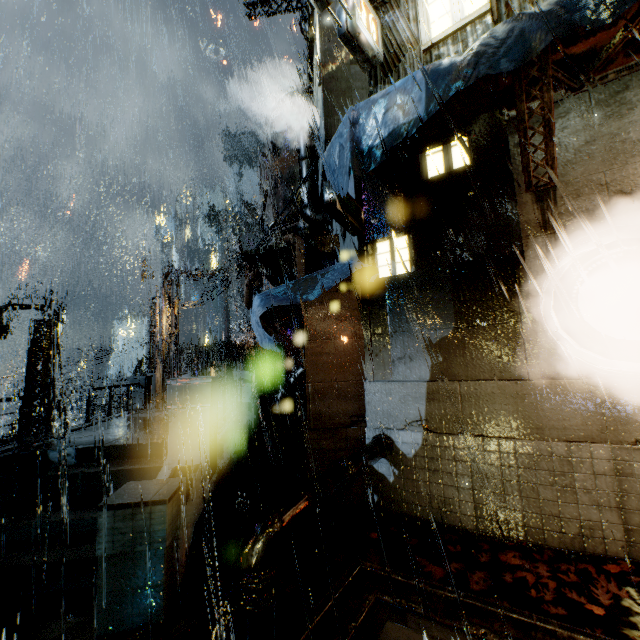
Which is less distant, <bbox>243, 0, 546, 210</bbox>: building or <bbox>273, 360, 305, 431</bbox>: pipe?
<bbox>243, 0, 546, 210</bbox>: building

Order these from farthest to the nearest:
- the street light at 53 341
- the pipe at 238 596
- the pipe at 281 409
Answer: the pipe at 281 409, the street light at 53 341, the pipe at 238 596

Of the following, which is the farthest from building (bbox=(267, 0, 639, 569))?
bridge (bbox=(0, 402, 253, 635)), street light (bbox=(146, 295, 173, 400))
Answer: street light (bbox=(146, 295, 173, 400))

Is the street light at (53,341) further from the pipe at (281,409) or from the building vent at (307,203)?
the pipe at (281,409)

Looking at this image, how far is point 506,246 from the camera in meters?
6.7 m

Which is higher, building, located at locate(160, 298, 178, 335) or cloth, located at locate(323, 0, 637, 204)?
cloth, located at locate(323, 0, 637, 204)

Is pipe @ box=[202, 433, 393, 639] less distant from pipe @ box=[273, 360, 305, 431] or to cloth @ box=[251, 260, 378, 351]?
cloth @ box=[251, 260, 378, 351]

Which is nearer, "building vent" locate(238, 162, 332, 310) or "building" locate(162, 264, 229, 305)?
"building vent" locate(238, 162, 332, 310)
